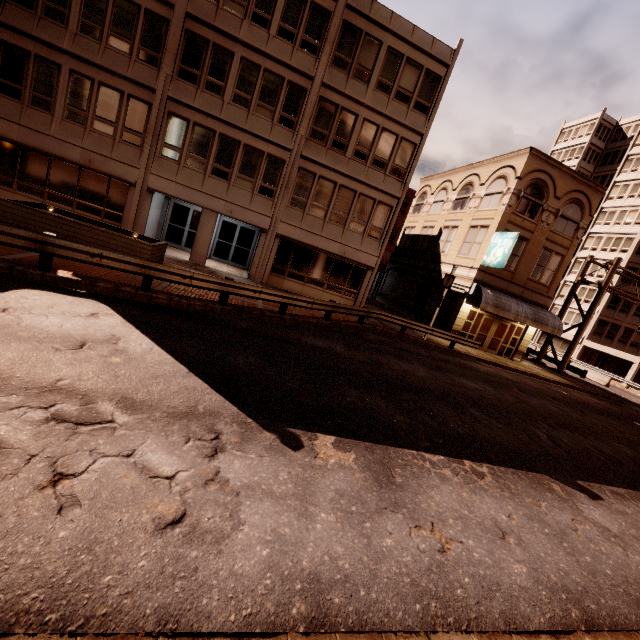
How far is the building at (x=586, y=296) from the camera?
44.97m

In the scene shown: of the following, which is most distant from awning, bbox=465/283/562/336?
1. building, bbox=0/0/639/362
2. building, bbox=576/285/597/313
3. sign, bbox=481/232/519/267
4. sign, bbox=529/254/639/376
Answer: building, bbox=576/285/597/313

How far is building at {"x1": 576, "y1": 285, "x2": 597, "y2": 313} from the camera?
45.0 meters

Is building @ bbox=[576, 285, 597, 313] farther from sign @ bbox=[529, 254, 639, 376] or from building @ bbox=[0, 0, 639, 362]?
building @ bbox=[0, 0, 639, 362]

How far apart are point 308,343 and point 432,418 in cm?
459

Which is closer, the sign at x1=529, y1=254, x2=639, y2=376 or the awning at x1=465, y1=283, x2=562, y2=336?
the awning at x1=465, y1=283, x2=562, y2=336

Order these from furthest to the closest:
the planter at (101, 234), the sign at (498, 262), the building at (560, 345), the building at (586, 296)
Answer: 1. the building at (560, 345)
2. the building at (586, 296)
3. the sign at (498, 262)
4. the planter at (101, 234)

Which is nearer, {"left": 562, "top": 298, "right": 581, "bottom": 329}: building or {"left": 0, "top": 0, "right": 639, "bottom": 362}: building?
{"left": 0, "top": 0, "right": 639, "bottom": 362}: building
